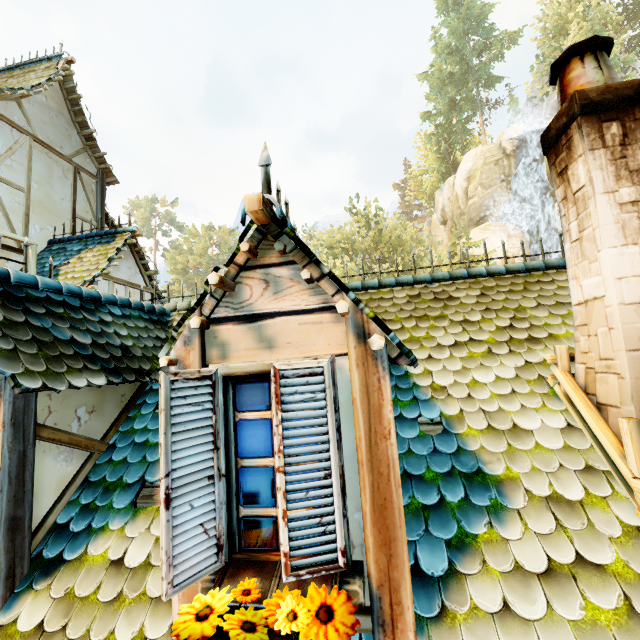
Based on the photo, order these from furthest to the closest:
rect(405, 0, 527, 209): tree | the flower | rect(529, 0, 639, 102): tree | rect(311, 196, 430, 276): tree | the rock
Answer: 1. rect(405, 0, 527, 209): tree
2. the rock
3. rect(311, 196, 430, 276): tree
4. rect(529, 0, 639, 102): tree
5. the flower

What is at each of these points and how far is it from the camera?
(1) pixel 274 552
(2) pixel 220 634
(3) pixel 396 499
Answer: (1) window, 1.92m
(2) pot, 1.53m
(3) building, 1.82m

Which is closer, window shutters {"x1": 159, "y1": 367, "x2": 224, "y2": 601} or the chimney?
window shutters {"x1": 159, "y1": 367, "x2": 224, "y2": 601}

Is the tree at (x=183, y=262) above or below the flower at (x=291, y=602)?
above

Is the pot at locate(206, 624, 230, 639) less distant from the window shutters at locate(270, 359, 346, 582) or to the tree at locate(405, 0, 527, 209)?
the window shutters at locate(270, 359, 346, 582)

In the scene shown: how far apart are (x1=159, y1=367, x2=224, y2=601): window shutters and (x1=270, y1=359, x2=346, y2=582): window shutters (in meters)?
0.39

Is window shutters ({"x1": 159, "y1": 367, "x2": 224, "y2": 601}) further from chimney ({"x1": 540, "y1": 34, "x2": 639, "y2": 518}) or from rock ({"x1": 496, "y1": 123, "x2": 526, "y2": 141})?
rock ({"x1": 496, "y1": 123, "x2": 526, "y2": 141})

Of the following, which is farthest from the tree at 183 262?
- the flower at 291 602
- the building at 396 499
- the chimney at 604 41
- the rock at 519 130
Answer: the rock at 519 130
